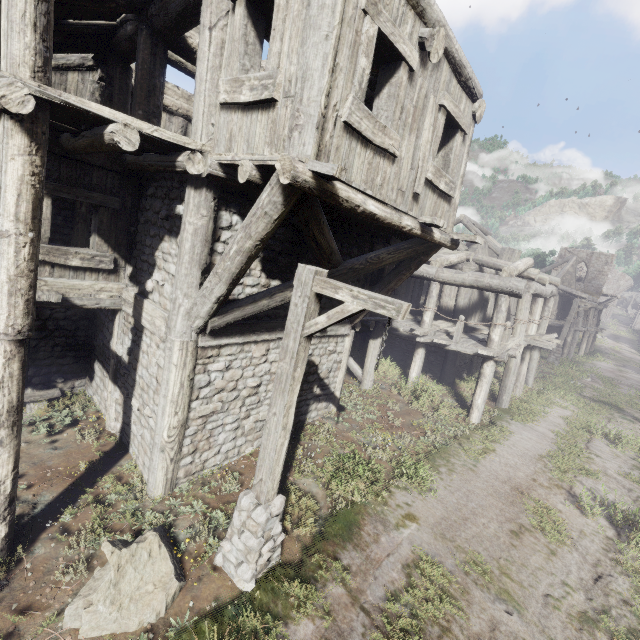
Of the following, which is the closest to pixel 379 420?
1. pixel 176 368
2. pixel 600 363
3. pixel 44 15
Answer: pixel 176 368

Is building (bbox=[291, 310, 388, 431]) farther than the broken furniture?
No

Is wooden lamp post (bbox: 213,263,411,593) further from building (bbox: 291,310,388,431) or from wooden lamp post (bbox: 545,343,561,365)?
wooden lamp post (bbox: 545,343,561,365)

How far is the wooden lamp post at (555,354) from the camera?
22.56m

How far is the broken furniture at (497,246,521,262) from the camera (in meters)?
17.42

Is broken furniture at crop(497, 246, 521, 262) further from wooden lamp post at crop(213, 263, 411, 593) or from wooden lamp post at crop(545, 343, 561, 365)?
wooden lamp post at crop(213, 263, 411, 593)

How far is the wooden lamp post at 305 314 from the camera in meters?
3.8 m

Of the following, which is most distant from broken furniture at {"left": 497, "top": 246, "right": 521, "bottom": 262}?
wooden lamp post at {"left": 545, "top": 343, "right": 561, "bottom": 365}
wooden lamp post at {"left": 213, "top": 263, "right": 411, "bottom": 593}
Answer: wooden lamp post at {"left": 213, "top": 263, "right": 411, "bottom": 593}
